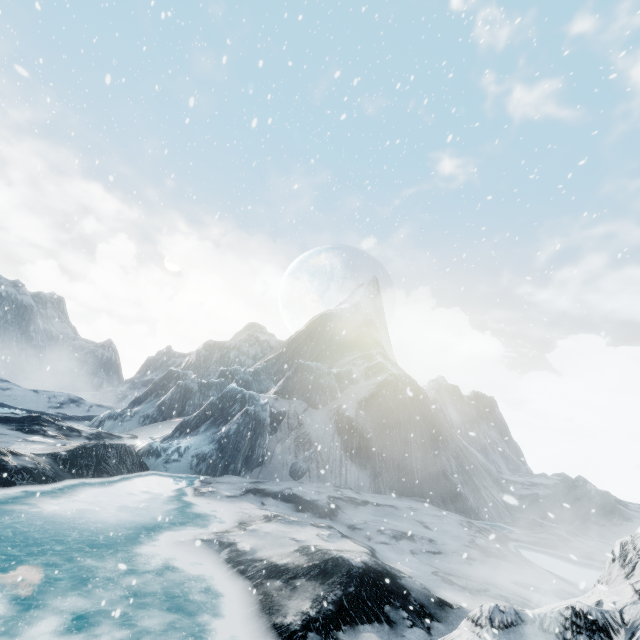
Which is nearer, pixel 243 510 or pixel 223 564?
pixel 223 564
